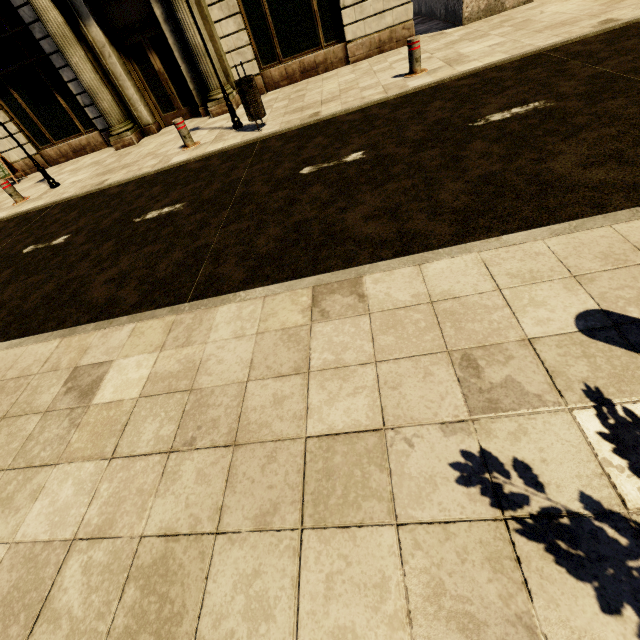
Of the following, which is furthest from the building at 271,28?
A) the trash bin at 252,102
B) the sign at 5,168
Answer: the trash bin at 252,102

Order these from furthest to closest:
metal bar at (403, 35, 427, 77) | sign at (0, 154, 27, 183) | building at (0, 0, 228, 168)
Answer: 1. sign at (0, 154, 27, 183)
2. building at (0, 0, 228, 168)
3. metal bar at (403, 35, 427, 77)

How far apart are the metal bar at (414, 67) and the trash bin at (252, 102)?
2.9 meters

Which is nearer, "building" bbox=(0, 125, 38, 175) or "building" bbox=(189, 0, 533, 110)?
"building" bbox=(189, 0, 533, 110)

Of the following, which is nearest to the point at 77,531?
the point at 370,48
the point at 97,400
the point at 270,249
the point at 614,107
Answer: the point at 97,400

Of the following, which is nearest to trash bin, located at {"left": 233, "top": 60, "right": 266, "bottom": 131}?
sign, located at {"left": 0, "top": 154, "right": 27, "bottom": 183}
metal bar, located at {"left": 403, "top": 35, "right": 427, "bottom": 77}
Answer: metal bar, located at {"left": 403, "top": 35, "right": 427, "bottom": 77}

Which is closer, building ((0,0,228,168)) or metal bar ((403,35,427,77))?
metal bar ((403,35,427,77))
